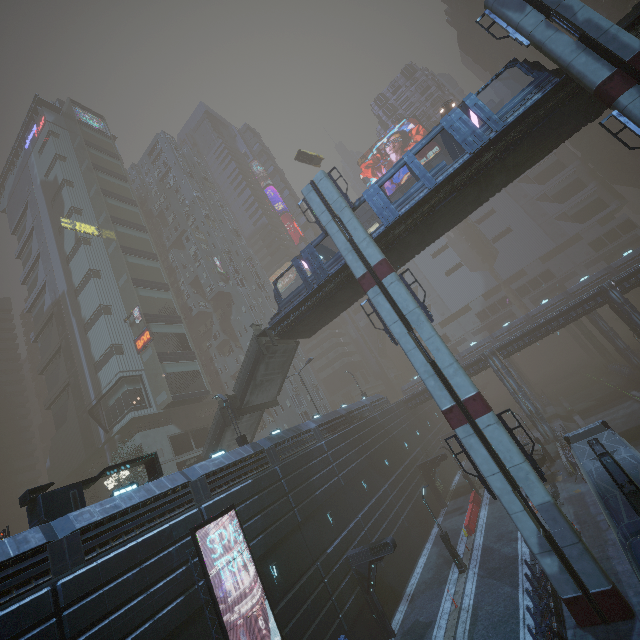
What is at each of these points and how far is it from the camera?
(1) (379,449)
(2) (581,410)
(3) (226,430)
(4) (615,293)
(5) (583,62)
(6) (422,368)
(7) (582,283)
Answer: (1) building, 32.5m
(2) train rail, 45.5m
(3) stairs, 27.9m
(4) building, 33.8m
(5) sm, 14.7m
(6) sm, 17.7m
(7) building, 46.9m

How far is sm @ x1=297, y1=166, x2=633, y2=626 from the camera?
13.7m

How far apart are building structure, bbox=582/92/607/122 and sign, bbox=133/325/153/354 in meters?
43.6

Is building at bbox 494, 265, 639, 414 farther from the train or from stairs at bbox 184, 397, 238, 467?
stairs at bbox 184, 397, 238, 467

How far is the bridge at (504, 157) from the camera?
16.69m

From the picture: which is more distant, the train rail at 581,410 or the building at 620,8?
the building at 620,8

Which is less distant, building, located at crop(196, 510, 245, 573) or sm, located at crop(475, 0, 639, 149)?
sm, located at crop(475, 0, 639, 149)

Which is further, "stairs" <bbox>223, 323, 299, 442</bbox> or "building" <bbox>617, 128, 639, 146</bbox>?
"building" <bbox>617, 128, 639, 146</bbox>
